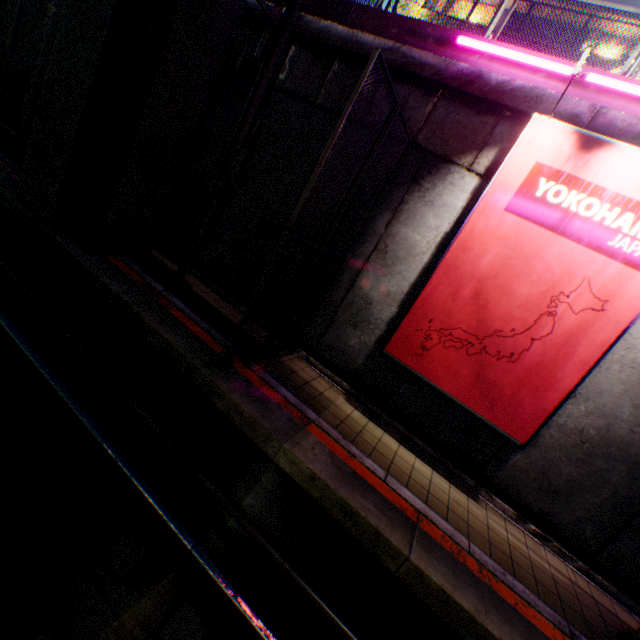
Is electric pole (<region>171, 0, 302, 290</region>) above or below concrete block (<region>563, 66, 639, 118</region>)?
below

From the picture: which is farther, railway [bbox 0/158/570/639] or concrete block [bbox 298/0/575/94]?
concrete block [bbox 298/0/575/94]

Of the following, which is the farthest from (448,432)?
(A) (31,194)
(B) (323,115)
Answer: (A) (31,194)

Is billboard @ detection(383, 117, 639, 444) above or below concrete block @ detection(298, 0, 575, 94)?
below

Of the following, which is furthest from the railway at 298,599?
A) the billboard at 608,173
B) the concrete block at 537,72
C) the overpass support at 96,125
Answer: the concrete block at 537,72

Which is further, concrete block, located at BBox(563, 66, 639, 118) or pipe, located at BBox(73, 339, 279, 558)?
concrete block, located at BBox(563, 66, 639, 118)

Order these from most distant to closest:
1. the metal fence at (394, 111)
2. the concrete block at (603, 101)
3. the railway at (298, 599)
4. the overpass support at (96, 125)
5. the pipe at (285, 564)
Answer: the overpass support at (96, 125)
the concrete block at (603, 101)
the metal fence at (394, 111)
the pipe at (285, 564)
the railway at (298, 599)

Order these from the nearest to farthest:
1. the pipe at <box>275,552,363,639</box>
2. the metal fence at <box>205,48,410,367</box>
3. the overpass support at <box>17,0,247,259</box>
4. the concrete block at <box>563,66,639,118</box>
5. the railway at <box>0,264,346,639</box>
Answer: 1. the railway at <box>0,264,346,639</box>
2. the pipe at <box>275,552,363,639</box>
3. the metal fence at <box>205,48,410,367</box>
4. the concrete block at <box>563,66,639,118</box>
5. the overpass support at <box>17,0,247,259</box>
